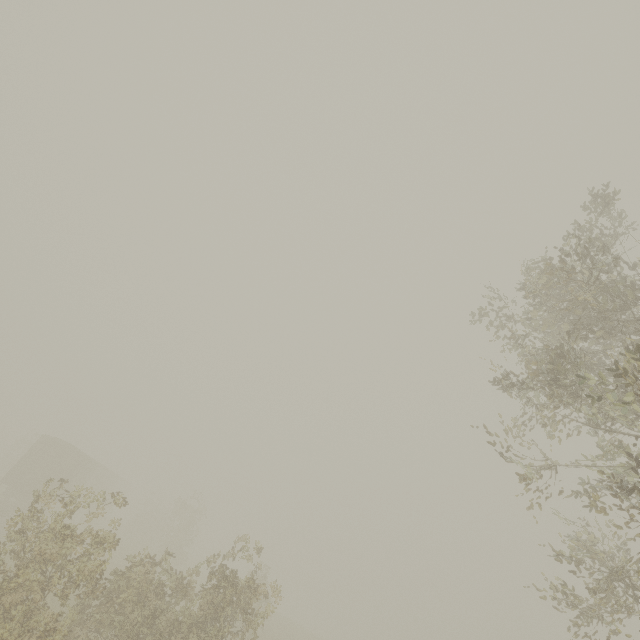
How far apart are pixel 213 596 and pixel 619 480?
10.7 meters
